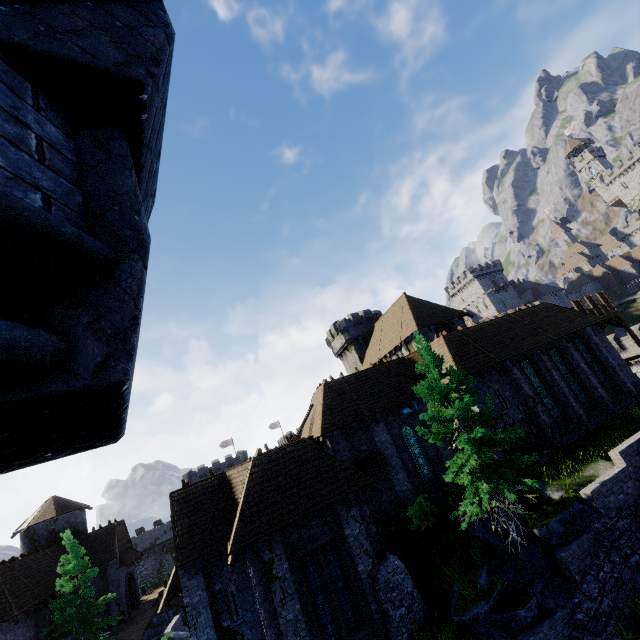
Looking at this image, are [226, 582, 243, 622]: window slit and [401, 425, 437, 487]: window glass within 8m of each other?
no

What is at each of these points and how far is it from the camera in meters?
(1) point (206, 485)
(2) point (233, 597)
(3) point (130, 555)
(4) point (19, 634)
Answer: (1) building, 18.2 m
(2) window slit, 15.3 m
(3) awning, 35.4 m
(4) building, 21.7 m

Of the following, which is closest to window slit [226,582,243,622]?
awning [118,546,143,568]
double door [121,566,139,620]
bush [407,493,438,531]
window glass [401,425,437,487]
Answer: bush [407,493,438,531]

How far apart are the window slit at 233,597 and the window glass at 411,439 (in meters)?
11.69

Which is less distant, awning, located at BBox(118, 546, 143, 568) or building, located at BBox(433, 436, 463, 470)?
building, located at BBox(433, 436, 463, 470)

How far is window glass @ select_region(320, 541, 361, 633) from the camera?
13.79m

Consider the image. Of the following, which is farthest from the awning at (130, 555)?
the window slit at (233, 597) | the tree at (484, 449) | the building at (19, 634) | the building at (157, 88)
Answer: the building at (157, 88)

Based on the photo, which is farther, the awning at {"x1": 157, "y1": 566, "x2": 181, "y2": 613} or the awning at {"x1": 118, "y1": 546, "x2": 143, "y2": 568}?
the awning at {"x1": 118, "y1": 546, "x2": 143, "y2": 568}
